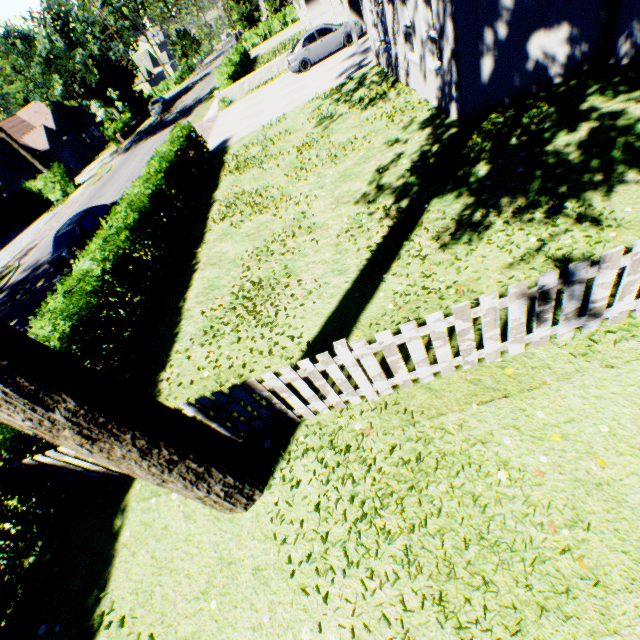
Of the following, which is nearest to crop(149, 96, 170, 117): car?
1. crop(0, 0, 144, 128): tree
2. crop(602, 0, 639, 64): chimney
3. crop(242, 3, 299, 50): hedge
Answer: crop(0, 0, 144, 128): tree

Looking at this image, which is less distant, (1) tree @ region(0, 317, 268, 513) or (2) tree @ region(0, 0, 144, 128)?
(1) tree @ region(0, 317, 268, 513)

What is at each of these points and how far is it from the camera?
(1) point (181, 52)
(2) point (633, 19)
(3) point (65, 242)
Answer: (1) tree, 59.2m
(2) chimney, 6.4m
(3) car, 12.2m

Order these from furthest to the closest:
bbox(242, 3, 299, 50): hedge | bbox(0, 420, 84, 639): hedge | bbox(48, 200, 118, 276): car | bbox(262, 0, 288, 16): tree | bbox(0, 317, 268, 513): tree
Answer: bbox(262, 0, 288, 16): tree
bbox(242, 3, 299, 50): hedge
bbox(48, 200, 118, 276): car
bbox(0, 420, 84, 639): hedge
bbox(0, 317, 268, 513): tree

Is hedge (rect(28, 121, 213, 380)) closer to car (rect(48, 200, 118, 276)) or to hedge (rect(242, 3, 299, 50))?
car (rect(48, 200, 118, 276))

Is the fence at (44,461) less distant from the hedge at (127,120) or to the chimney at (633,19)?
the chimney at (633,19)

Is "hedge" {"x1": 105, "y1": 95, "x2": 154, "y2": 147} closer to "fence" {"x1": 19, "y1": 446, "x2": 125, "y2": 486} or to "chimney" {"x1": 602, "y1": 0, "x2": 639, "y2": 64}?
"fence" {"x1": 19, "y1": 446, "x2": 125, "y2": 486}

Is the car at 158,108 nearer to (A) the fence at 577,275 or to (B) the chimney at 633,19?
(B) the chimney at 633,19
